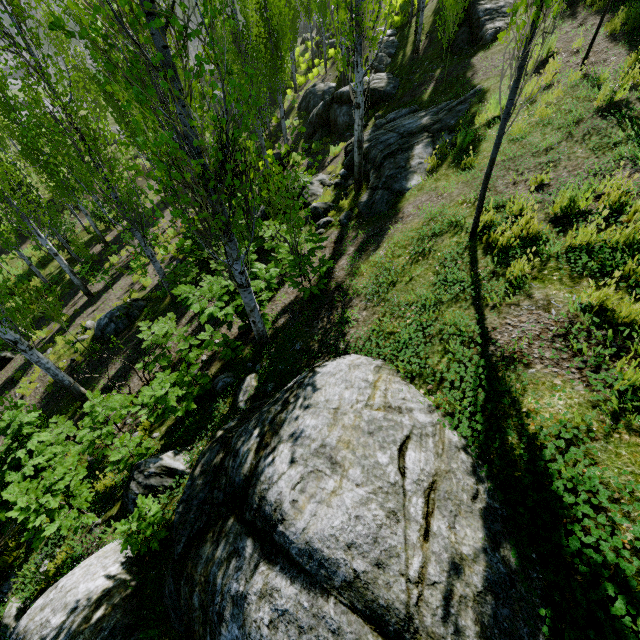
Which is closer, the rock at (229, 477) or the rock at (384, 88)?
the rock at (229, 477)

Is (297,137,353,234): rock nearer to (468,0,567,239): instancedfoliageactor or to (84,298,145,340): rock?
(468,0,567,239): instancedfoliageactor

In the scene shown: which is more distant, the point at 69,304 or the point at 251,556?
the point at 69,304

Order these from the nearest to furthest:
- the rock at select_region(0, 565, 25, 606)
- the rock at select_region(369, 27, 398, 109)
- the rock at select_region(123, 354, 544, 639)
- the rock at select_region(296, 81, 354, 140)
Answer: the rock at select_region(123, 354, 544, 639) < the rock at select_region(0, 565, 25, 606) < the rock at select_region(369, 27, 398, 109) < the rock at select_region(296, 81, 354, 140)

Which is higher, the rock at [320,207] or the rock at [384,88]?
the rock at [384,88]

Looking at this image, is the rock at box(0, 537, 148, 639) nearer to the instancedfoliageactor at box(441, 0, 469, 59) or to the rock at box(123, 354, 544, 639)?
the rock at box(123, 354, 544, 639)

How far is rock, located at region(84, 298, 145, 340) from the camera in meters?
11.3

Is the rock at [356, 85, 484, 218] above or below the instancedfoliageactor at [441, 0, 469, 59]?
below
